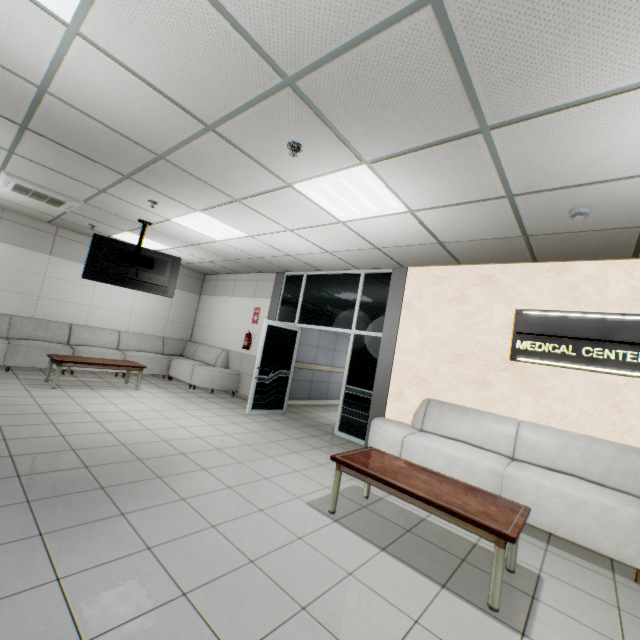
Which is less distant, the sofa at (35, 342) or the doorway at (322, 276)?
the doorway at (322, 276)

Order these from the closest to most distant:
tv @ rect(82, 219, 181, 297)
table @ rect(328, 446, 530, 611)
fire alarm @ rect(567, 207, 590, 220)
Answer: table @ rect(328, 446, 530, 611) < fire alarm @ rect(567, 207, 590, 220) < tv @ rect(82, 219, 181, 297)

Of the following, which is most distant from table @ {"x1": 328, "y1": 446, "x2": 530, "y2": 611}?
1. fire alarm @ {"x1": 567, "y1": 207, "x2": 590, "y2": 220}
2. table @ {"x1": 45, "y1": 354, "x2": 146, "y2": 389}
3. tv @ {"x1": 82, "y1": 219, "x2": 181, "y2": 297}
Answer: table @ {"x1": 45, "y1": 354, "x2": 146, "y2": 389}

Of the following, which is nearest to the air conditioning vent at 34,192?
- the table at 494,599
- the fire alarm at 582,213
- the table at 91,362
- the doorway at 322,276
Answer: the table at 91,362

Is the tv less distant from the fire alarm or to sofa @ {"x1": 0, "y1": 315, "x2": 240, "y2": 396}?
sofa @ {"x1": 0, "y1": 315, "x2": 240, "y2": 396}

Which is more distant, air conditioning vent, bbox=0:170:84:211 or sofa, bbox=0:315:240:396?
sofa, bbox=0:315:240:396

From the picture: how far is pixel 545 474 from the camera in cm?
353

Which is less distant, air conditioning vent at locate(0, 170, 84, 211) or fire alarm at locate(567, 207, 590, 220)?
fire alarm at locate(567, 207, 590, 220)
